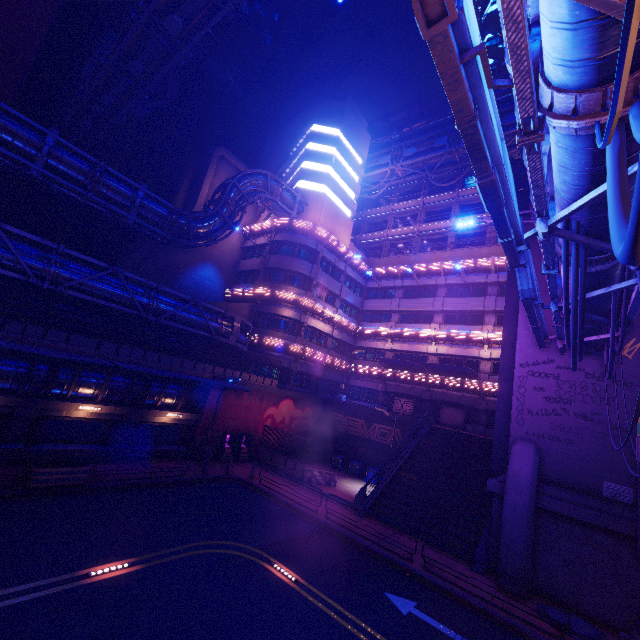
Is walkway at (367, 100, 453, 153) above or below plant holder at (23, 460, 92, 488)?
above

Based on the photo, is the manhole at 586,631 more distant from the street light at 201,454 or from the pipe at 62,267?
the pipe at 62,267

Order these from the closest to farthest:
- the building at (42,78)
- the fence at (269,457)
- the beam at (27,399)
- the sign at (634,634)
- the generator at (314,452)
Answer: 1. the sign at (634,634)
2. the beam at (27,399)
3. the fence at (269,457)
4. the building at (42,78)
5. the generator at (314,452)

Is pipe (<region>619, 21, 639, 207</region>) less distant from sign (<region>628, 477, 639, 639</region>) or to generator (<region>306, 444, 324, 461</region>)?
sign (<region>628, 477, 639, 639</region>)

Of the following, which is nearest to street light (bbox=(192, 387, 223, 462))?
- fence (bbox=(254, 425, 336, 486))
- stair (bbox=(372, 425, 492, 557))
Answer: fence (bbox=(254, 425, 336, 486))

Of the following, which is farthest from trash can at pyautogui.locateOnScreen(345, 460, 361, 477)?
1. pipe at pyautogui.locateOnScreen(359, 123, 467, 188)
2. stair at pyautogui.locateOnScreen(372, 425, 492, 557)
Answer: pipe at pyautogui.locateOnScreen(359, 123, 467, 188)

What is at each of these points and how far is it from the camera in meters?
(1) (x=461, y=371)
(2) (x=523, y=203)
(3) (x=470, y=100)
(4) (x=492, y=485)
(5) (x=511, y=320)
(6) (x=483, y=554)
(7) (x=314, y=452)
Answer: (1) awning, 29.5
(2) column, 22.1
(3) sign, 4.4
(4) wall arch, 15.6
(5) column, 20.4
(6) beam, 15.3
(7) generator, 30.1

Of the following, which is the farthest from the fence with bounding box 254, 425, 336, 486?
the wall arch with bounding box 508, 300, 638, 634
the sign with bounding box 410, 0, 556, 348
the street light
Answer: the sign with bounding box 410, 0, 556, 348
